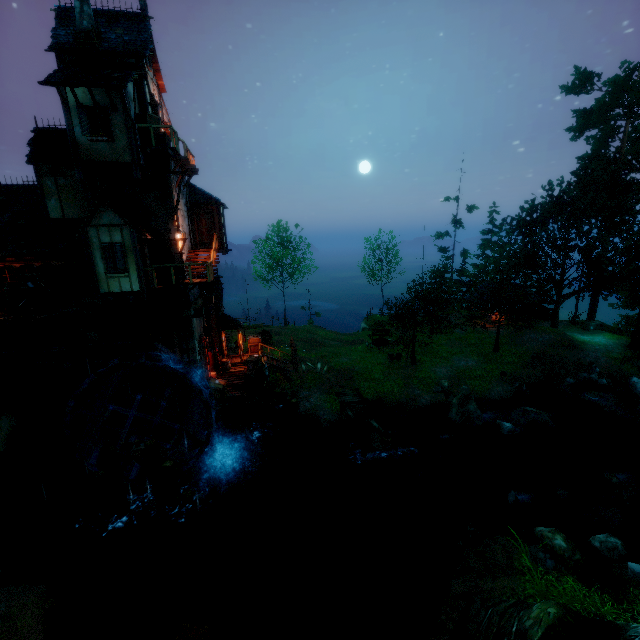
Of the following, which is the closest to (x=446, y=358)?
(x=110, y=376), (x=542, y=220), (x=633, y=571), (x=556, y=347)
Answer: (x=556, y=347)

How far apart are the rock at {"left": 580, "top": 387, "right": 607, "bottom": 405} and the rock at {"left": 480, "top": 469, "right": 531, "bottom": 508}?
12.0m

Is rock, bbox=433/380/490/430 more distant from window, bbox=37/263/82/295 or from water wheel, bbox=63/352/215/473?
window, bbox=37/263/82/295

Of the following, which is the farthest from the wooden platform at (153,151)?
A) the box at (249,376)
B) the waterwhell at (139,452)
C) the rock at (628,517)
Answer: the rock at (628,517)

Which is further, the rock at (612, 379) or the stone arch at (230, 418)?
the rock at (612, 379)

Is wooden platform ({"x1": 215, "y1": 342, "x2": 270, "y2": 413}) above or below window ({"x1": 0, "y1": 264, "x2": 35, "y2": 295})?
below

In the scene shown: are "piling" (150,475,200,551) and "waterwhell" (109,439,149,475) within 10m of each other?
yes

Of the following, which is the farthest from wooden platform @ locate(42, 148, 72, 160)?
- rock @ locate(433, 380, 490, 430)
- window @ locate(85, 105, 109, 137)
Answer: rock @ locate(433, 380, 490, 430)
